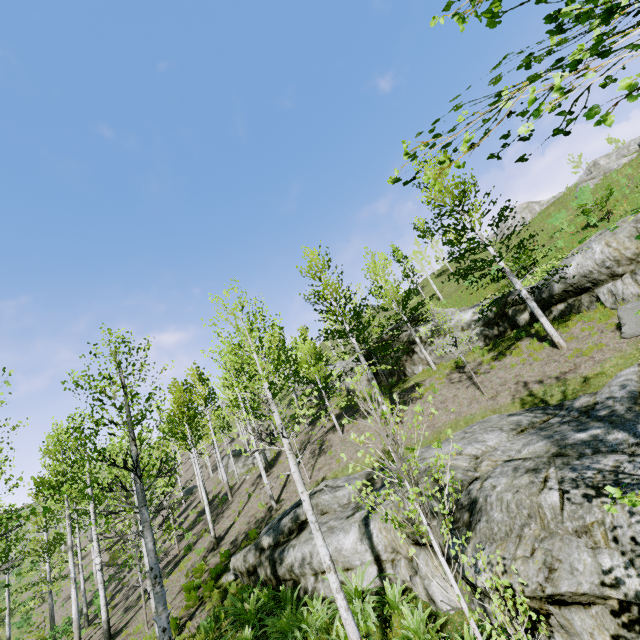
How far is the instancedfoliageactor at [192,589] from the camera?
11.65m

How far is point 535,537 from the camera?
5.2 meters

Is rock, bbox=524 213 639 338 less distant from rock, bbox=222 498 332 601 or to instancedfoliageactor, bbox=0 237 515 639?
rock, bbox=222 498 332 601

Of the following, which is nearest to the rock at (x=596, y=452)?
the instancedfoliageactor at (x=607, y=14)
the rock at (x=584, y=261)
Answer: the instancedfoliageactor at (x=607, y=14)

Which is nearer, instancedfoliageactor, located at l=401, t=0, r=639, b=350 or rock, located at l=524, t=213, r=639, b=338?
instancedfoliageactor, located at l=401, t=0, r=639, b=350

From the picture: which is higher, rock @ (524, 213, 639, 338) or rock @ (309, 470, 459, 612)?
rock @ (524, 213, 639, 338)

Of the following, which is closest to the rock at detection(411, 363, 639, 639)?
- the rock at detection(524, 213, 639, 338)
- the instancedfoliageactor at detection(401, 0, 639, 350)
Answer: the instancedfoliageactor at detection(401, 0, 639, 350)

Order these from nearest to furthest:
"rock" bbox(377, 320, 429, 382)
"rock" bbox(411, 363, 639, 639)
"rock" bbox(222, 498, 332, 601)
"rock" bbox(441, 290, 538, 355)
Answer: "rock" bbox(411, 363, 639, 639) → "rock" bbox(222, 498, 332, 601) → "rock" bbox(441, 290, 538, 355) → "rock" bbox(377, 320, 429, 382)
